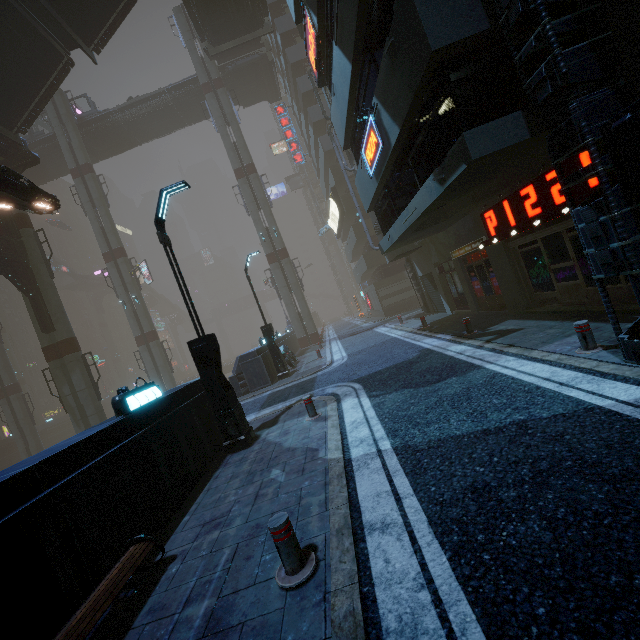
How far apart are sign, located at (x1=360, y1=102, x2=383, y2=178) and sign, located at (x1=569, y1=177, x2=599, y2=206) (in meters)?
3.66

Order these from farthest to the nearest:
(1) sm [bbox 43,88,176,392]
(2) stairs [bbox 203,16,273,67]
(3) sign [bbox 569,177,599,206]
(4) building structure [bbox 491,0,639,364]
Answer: (1) sm [bbox 43,88,176,392] < (2) stairs [bbox 203,16,273,67] < (3) sign [bbox 569,177,599,206] < (4) building structure [bbox 491,0,639,364]

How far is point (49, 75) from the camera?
20.1m

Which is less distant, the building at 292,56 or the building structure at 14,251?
the building at 292,56

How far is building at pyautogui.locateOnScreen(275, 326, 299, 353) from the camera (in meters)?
24.33

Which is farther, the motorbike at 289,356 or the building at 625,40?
the motorbike at 289,356

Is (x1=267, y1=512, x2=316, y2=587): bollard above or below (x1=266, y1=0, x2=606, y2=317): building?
below

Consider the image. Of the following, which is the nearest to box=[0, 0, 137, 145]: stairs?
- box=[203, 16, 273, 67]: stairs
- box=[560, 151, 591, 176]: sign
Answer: box=[203, 16, 273, 67]: stairs
